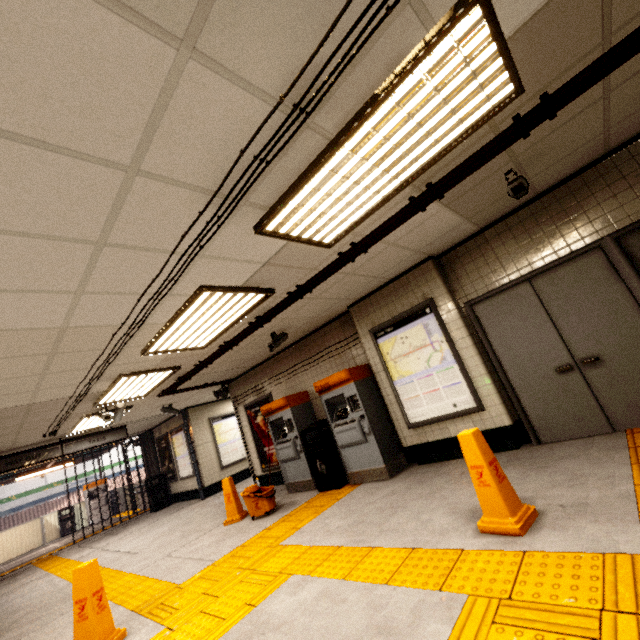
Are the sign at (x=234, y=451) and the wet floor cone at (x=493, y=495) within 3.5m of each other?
no

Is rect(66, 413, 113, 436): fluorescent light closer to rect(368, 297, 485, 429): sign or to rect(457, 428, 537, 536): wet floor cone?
rect(368, 297, 485, 429): sign

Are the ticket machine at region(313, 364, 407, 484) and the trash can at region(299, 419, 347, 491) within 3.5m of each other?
yes

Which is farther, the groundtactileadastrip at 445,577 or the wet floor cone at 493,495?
the wet floor cone at 493,495

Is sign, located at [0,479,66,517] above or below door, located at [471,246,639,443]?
above

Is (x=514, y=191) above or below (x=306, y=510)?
above

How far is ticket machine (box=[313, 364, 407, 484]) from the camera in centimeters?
530cm

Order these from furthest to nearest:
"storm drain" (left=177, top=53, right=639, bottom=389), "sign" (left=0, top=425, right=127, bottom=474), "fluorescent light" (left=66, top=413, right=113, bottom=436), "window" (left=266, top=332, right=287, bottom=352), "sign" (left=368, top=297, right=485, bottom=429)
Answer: "sign" (left=0, top=425, right=127, bottom=474) < "fluorescent light" (left=66, top=413, right=113, bottom=436) < "window" (left=266, top=332, right=287, bottom=352) < "sign" (left=368, top=297, right=485, bottom=429) < "storm drain" (left=177, top=53, right=639, bottom=389)
